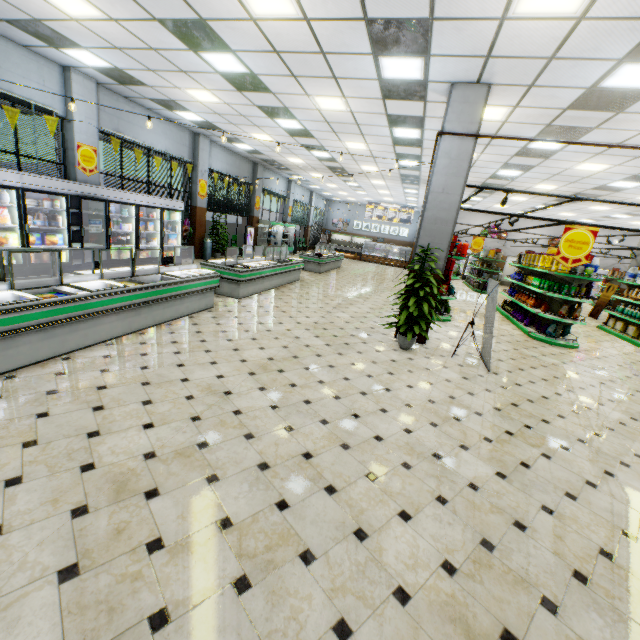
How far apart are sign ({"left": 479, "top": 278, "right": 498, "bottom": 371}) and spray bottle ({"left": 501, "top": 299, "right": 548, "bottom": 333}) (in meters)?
5.35

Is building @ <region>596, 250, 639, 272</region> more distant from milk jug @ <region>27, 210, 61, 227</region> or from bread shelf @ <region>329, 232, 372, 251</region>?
milk jug @ <region>27, 210, 61, 227</region>

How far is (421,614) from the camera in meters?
1.9 m

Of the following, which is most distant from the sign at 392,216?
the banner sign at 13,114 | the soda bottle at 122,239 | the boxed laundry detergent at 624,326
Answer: the banner sign at 13,114

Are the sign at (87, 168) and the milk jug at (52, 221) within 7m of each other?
yes

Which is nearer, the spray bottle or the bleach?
the spray bottle

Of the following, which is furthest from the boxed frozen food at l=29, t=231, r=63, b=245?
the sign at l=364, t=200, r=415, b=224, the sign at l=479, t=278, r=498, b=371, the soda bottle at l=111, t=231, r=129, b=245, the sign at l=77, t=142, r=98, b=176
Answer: the sign at l=364, t=200, r=415, b=224

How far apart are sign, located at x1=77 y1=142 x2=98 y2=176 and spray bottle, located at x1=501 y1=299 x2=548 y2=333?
13.88m
